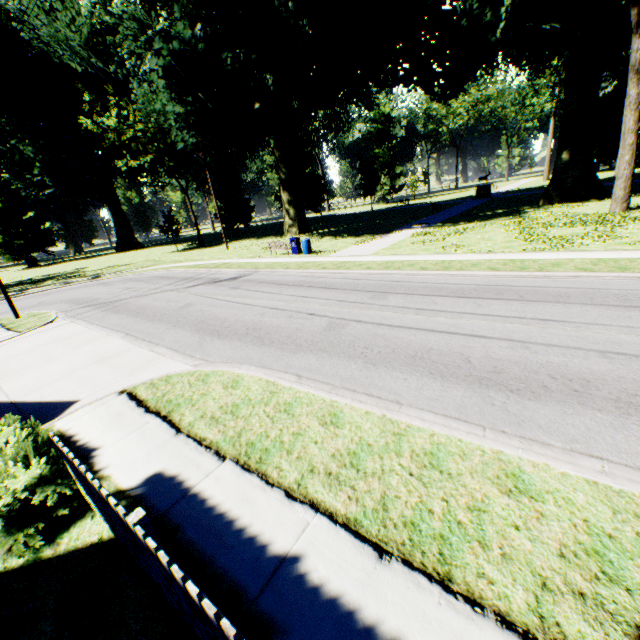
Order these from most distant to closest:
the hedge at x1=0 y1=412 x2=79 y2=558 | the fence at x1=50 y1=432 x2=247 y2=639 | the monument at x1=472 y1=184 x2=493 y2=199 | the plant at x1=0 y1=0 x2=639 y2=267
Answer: the monument at x1=472 y1=184 x2=493 y2=199, the plant at x1=0 y1=0 x2=639 y2=267, the hedge at x1=0 y1=412 x2=79 y2=558, the fence at x1=50 y1=432 x2=247 y2=639

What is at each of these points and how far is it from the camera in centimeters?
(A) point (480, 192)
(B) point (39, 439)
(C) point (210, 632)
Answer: (A) monument, 4472cm
(B) hedge, 513cm
(C) fence, 234cm

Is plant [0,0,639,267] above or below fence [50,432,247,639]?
above

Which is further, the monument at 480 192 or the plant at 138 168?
the monument at 480 192

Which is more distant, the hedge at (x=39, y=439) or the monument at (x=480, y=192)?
the monument at (x=480, y=192)

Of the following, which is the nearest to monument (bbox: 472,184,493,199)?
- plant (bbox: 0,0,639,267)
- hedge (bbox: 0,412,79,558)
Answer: plant (bbox: 0,0,639,267)

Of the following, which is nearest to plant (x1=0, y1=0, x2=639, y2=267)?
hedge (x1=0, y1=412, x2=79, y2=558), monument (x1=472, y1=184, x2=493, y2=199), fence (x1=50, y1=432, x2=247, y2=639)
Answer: monument (x1=472, y1=184, x2=493, y2=199)

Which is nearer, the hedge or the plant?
the hedge
